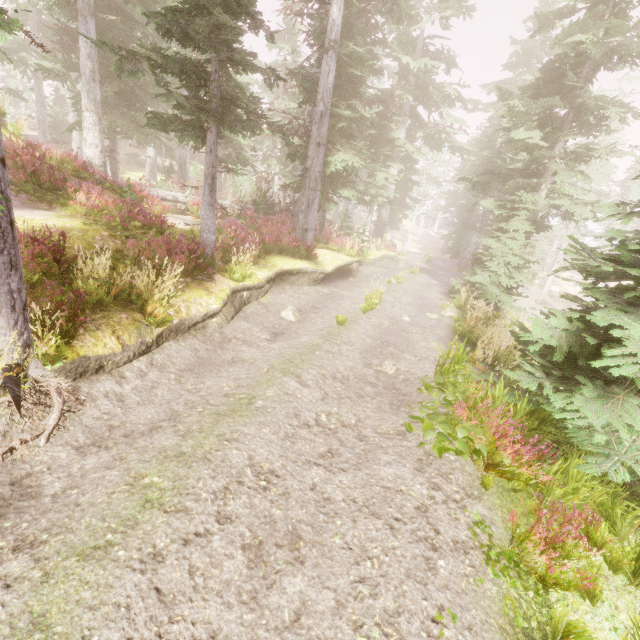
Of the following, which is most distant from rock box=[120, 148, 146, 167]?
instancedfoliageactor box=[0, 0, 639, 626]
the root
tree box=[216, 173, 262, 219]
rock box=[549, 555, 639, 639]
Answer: rock box=[549, 555, 639, 639]

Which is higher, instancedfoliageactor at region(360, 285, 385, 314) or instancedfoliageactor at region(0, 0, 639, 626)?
instancedfoliageactor at region(360, 285, 385, 314)

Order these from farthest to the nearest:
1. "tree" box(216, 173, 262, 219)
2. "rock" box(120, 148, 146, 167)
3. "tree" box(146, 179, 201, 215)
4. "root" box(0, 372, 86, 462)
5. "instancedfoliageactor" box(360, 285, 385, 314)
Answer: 1. "rock" box(120, 148, 146, 167)
2. "tree" box(216, 173, 262, 219)
3. "tree" box(146, 179, 201, 215)
4. "instancedfoliageactor" box(360, 285, 385, 314)
5. "root" box(0, 372, 86, 462)

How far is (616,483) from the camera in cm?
514

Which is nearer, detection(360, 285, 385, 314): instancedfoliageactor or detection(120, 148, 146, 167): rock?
detection(360, 285, 385, 314): instancedfoliageactor

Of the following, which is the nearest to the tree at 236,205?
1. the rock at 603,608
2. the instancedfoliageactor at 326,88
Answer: the instancedfoliageactor at 326,88

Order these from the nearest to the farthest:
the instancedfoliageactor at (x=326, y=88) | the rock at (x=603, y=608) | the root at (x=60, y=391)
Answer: the rock at (x=603, y=608) < the root at (x=60, y=391) < the instancedfoliageactor at (x=326, y=88)

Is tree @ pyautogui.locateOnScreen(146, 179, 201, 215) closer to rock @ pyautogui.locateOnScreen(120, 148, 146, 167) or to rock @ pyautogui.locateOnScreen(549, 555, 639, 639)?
rock @ pyautogui.locateOnScreen(549, 555, 639, 639)
